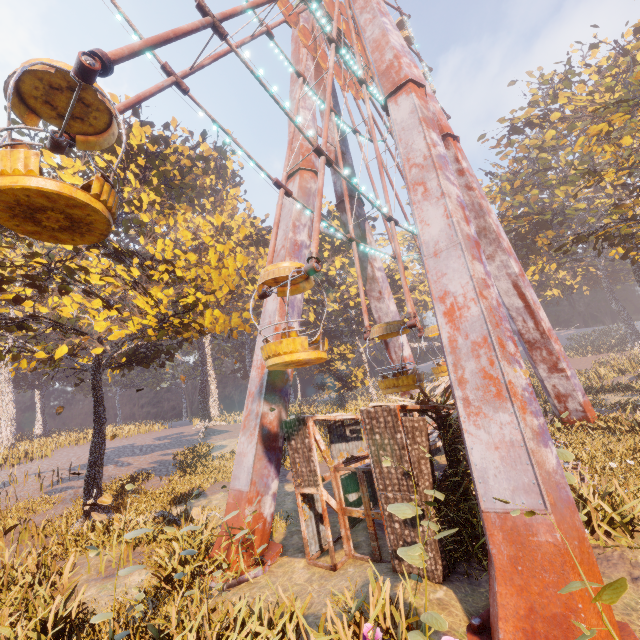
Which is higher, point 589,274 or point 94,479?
point 589,274

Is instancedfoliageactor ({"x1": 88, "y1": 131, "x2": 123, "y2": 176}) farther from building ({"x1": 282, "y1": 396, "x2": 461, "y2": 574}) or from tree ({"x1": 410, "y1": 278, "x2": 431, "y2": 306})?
tree ({"x1": 410, "y1": 278, "x2": 431, "y2": 306})

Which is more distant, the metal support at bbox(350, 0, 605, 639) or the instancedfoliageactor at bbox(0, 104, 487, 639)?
the instancedfoliageactor at bbox(0, 104, 487, 639)

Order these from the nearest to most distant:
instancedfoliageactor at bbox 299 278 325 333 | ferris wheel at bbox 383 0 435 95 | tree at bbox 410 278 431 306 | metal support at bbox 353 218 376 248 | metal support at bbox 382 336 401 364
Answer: metal support at bbox 353 218 376 248 → metal support at bbox 382 336 401 364 → ferris wheel at bbox 383 0 435 95 → instancedfoliageactor at bbox 299 278 325 333 → tree at bbox 410 278 431 306

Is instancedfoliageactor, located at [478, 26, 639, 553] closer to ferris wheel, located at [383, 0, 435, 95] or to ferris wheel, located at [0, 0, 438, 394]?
ferris wheel, located at [0, 0, 438, 394]

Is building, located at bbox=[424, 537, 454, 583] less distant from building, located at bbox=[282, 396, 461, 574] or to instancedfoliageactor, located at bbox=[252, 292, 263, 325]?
building, located at bbox=[282, 396, 461, 574]

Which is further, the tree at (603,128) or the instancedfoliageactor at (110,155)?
the tree at (603,128)

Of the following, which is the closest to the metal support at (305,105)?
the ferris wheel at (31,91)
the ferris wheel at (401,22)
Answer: the ferris wheel at (31,91)
